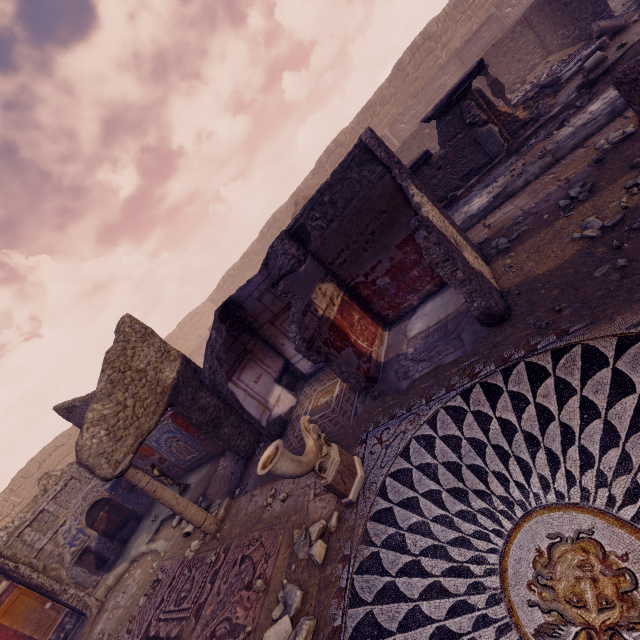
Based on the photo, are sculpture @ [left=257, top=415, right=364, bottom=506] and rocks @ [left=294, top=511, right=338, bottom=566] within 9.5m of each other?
yes

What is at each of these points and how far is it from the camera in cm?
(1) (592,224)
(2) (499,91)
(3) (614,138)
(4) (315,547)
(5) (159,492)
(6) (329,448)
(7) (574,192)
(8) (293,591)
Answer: (1) stone, 395
(2) sculpture, 1101
(3) stone, 488
(4) rocks, 371
(5) column, 573
(6) sculpture, 403
(7) stone, 471
(8) rocks, 353

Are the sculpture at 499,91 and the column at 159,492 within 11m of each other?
no

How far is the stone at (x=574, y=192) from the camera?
4.5 meters

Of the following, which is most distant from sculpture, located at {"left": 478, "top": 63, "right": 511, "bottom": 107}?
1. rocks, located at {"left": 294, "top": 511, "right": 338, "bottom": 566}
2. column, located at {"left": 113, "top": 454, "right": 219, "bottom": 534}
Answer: column, located at {"left": 113, "top": 454, "right": 219, "bottom": 534}

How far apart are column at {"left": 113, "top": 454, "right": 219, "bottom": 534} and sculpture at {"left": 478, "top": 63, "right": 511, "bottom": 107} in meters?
14.9 m

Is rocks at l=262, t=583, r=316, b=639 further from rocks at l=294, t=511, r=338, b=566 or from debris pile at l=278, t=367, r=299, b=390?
debris pile at l=278, t=367, r=299, b=390

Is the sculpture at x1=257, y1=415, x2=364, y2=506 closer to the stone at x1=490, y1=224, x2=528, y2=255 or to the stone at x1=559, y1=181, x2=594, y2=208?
the stone at x1=490, y1=224, x2=528, y2=255
